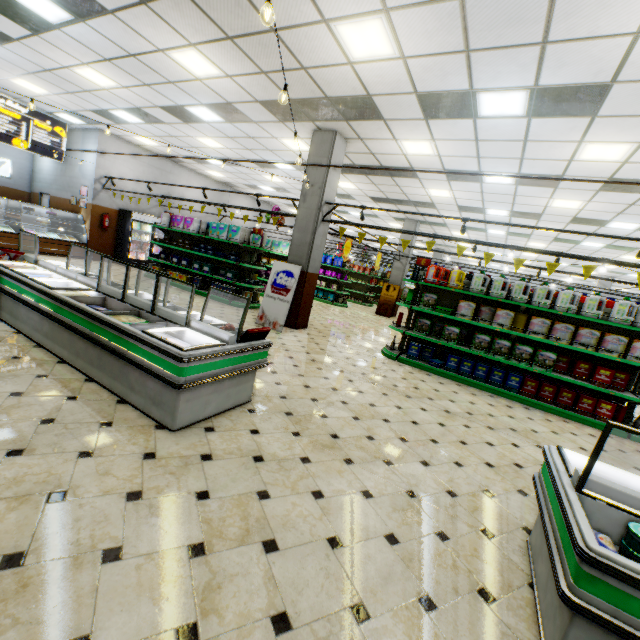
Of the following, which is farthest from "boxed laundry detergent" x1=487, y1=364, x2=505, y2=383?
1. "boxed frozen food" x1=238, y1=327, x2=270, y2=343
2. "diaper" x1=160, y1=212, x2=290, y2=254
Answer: "diaper" x1=160, y1=212, x2=290, y2=254

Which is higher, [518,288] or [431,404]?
[518,288]

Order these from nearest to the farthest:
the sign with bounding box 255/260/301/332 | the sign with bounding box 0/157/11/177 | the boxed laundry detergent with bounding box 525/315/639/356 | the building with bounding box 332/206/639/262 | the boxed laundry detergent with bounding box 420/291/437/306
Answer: the boxed laundry detergent with bounding box 525/315/639/356 → the boxed laundry detergent with bounding box 420/291/437/306 → the sign with bounding box 255/260/301/332 → the building with bounding box 332/206/639/262 → the sign with bounding box 0/157/11/177

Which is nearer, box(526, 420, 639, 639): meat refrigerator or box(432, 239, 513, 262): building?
box(526, 420, 639, 639): meat refrigerator

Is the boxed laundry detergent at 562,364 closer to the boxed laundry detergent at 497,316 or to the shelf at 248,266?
the boxed laundry detergent at 497,316

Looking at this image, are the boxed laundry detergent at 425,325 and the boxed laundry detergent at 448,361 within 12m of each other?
yes

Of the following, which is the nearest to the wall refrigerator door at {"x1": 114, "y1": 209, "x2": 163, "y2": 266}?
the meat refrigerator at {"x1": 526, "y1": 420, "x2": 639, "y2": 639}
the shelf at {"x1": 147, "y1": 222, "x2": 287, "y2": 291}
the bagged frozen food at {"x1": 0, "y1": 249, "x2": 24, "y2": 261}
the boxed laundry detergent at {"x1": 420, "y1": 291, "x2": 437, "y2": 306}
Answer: the shelf at {"x1": 147, "y1": 222, "x2": 287, "y2": 291}

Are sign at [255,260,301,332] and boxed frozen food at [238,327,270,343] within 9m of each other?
yes
